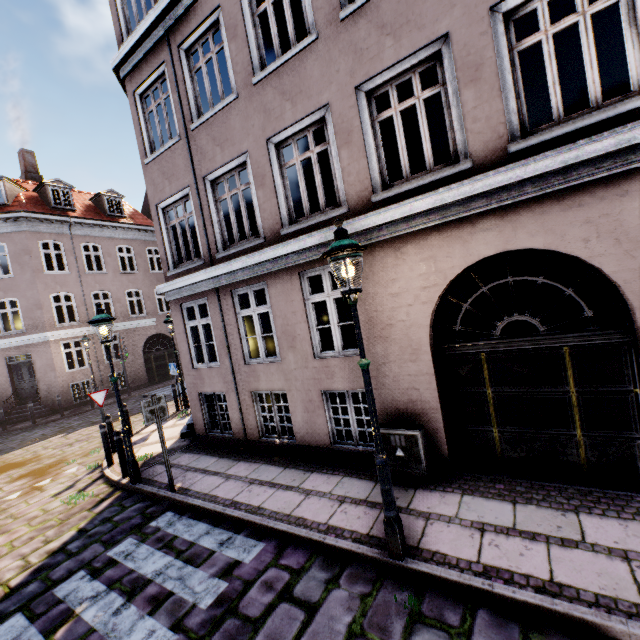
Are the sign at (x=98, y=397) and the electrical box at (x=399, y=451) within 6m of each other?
no

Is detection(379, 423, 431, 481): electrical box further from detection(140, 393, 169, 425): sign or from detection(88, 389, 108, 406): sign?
detection(88, 389, 108, 406): sign

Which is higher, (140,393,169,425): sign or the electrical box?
(140,393,169,425): sign

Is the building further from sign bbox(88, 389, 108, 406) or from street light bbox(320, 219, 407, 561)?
sign bbox(88, 389, 108, 406)

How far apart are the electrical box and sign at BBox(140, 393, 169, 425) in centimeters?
412cm

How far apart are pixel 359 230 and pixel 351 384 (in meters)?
2.82

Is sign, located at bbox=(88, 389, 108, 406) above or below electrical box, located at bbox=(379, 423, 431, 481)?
above

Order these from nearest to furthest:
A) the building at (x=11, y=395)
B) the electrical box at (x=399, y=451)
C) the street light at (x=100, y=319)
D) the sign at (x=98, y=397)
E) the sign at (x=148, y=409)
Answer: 1. the building at (x=11, y=395)
2. the electrical box at (x=399, y=451)
3. the sign at (x=148, y=409)
4. the street light at (x=100, y=319)
5. the sign at (x=98, y=397)
